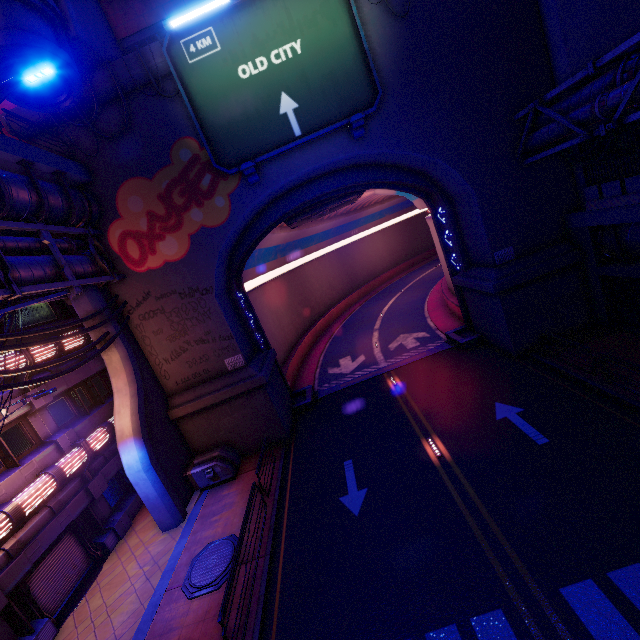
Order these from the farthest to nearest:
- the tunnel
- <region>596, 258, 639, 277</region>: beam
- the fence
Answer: the tunnel, <region>596, 258, 639, 277</region>: beam, the fence

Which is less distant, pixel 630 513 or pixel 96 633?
pixel 630 513

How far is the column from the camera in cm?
1438

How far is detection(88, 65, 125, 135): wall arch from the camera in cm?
1323

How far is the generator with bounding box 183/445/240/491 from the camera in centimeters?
1513cm

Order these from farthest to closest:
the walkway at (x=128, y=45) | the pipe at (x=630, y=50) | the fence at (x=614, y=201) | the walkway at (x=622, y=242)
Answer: the walkway at (x=128, y=45) < the walkway at (x=622, y=242) < the fence at (x=614, y=201) < the pipe at (x=630, y=50)

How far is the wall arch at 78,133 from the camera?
14.0m

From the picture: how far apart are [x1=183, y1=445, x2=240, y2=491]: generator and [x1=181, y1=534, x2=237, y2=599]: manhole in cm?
318
